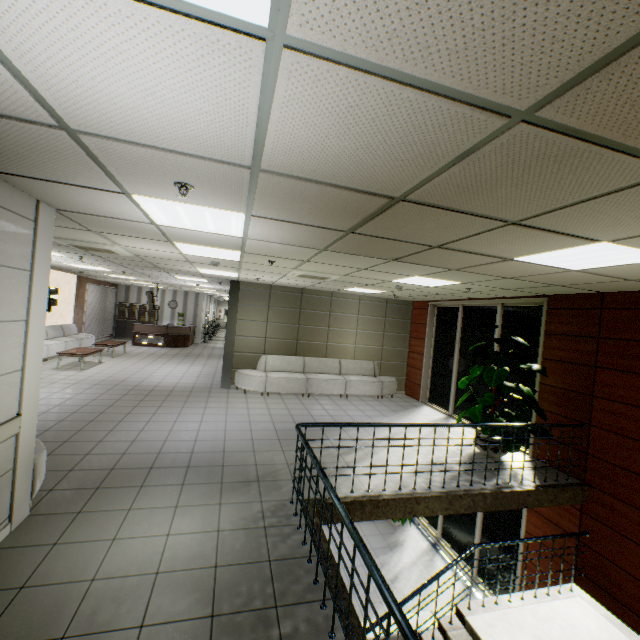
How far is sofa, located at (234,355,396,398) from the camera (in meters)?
9.23

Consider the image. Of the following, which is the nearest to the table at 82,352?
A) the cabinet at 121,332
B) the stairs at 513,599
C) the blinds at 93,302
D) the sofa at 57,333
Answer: the sofa at 57,333

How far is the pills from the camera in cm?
580

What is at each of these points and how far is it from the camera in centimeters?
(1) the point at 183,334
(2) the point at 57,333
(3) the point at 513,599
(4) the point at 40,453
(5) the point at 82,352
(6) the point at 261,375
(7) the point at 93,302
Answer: (1) desk, 1762cm
(2) sofa, 1275cm
(3) stairs, 507cm
(4) sofa, 362cm
(5) table, 1051cm
(6) sofa, 920cm
(7) blinds, 1614cm

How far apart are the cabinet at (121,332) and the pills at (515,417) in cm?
1827

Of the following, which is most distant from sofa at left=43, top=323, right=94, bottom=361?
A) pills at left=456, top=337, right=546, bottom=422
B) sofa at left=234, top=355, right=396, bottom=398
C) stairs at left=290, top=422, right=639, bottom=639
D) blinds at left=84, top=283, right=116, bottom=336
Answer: pills at left=456, top=337, right=546, bottom=422

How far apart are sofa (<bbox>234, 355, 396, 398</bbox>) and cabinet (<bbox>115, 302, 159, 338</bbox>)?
12.4m

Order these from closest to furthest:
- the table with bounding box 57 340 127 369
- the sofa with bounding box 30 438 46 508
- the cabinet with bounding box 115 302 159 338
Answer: the sofa with bounding box 30 438 46 508
the table with bounding box 57 340 127 369
the cabinet with bounding box 115 302 159 338
